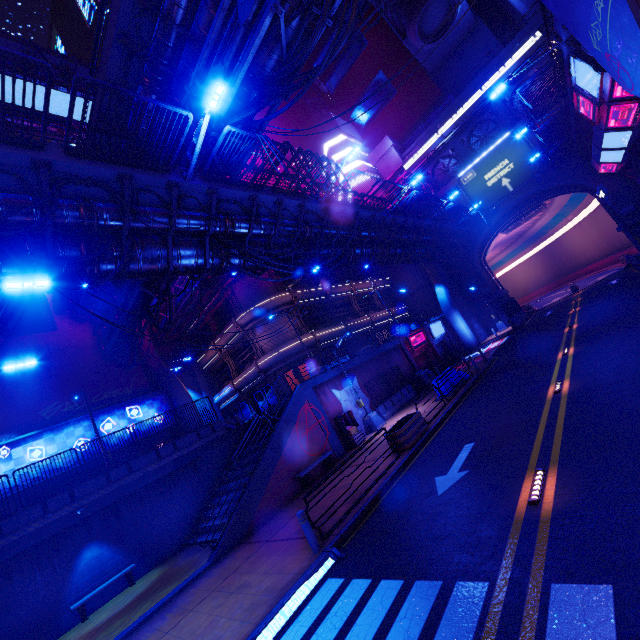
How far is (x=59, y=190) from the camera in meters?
Result: 9.3

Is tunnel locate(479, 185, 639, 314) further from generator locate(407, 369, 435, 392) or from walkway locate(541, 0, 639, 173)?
generator locate(407, 369, 435, 392)

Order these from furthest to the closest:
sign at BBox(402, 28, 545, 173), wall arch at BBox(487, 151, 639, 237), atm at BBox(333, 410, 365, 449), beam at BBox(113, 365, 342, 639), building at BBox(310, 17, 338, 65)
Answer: building at BBox(310, 17, 338, 65), sign at BBox(402, 28, 545, 173), wall arch at BBox(487, 151, 639, 237), atm at BBox(333, 410, 365, 449), beam at BBox(113, 365, 342, 639)

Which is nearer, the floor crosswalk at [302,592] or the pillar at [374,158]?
the floor crosswalk at [302,592]

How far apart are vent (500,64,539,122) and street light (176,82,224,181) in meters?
40.0 m

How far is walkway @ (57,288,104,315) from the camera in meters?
22.6

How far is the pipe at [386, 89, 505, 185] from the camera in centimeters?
3758cm

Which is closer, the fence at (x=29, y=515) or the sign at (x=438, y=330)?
the fence at (x=29, y=515)
